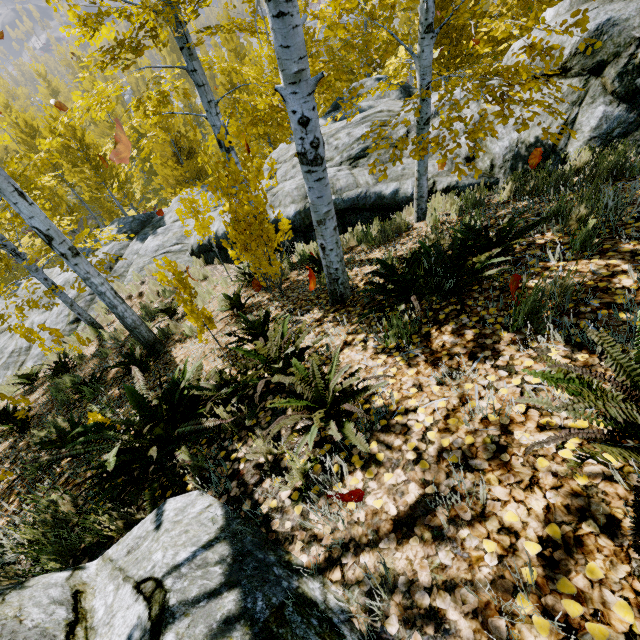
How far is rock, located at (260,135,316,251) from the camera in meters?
7.8

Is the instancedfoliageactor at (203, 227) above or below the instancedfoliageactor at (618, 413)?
below

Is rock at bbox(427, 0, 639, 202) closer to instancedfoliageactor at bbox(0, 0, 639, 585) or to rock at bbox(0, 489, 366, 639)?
instancedfoliageactor at bbox(0, 0, 639, 585)

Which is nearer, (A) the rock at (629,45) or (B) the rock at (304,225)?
(A) the rock at (629,45)

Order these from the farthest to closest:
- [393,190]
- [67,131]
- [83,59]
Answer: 1. [67,131]
2. [393,190]
3. [83,59]

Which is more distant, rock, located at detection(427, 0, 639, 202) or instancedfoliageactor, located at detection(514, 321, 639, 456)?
rock, located at detection(427, 0, 639, 202)

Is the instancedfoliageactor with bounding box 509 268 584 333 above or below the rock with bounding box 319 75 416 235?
above
